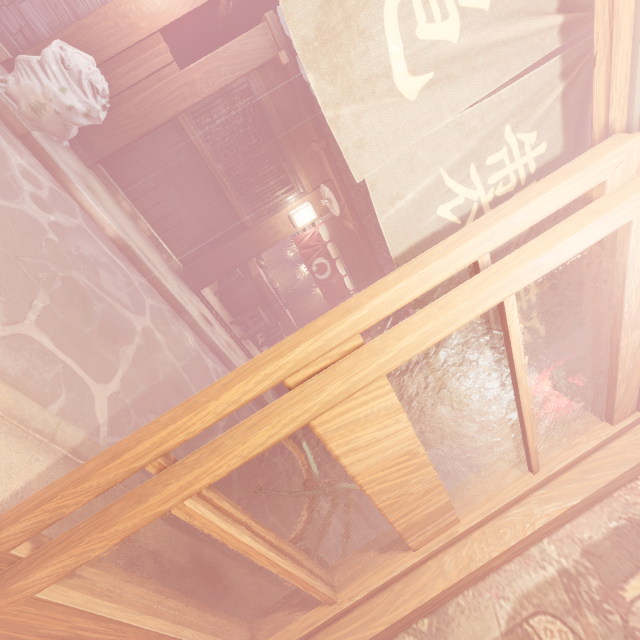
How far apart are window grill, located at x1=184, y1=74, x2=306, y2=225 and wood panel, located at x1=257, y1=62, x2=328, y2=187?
0.4 meters

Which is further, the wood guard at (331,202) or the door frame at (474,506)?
the wood guard at (331,202)

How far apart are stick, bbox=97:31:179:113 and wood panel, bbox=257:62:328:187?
2.04m

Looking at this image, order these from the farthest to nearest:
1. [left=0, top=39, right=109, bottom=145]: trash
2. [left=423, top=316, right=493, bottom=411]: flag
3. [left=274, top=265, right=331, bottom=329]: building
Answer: [left=274, top=265, right=331, bottom=329]: building < [left=0, top=39, right=109, bottom=145]: trash < [left=423, top=316, right=493, bottom=411]: flag

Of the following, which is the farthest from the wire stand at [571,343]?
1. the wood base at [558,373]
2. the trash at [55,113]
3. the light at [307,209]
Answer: the trash at [55,113]

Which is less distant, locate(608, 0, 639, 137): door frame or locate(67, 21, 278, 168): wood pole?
locate(608, 0, 639, 137): door frame

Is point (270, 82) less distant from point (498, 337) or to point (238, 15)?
point (238, 15)

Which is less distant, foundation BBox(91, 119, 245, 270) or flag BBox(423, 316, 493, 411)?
flag BBox(423, 316, 493, 411)
